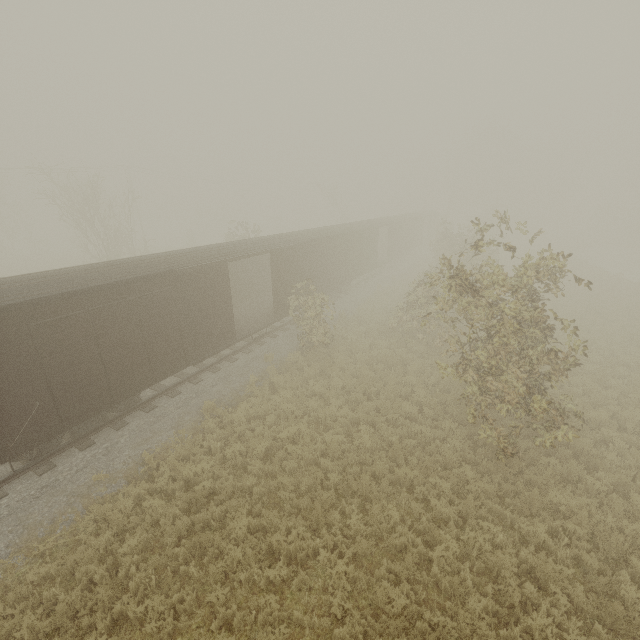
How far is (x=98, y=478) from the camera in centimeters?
872cm
